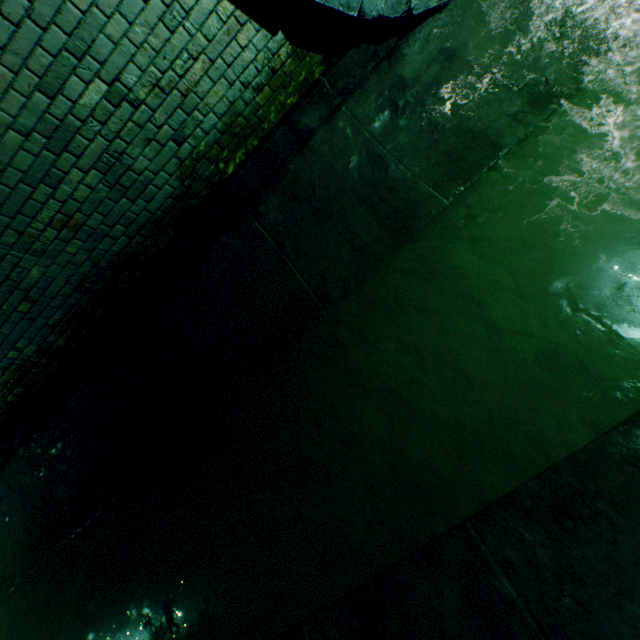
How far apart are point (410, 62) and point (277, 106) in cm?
116
